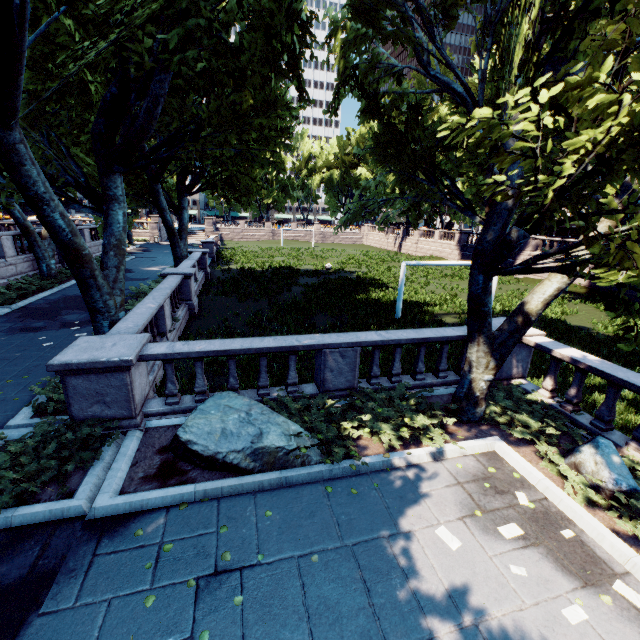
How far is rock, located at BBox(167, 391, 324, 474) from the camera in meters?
5.8

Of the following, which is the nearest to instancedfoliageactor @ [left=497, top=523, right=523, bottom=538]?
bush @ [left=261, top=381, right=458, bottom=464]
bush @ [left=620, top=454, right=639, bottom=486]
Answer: bush @ [left=620, top=454, right=639, bottom=486]

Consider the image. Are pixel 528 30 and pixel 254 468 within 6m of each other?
no

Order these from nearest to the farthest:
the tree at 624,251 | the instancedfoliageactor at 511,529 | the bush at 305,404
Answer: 1. the tree at 624,251
2. the instancedfoliageactor at 511,529
3. the bush at 305,404

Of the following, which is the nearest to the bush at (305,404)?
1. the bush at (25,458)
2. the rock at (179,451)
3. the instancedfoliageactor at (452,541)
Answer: the rock at (179,451)

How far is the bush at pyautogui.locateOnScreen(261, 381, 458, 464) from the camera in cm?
642

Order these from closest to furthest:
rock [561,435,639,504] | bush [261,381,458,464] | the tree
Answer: the tree, rock [561,435,639,504], bush [261,381,458,464]

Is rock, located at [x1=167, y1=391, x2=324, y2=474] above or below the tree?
below
